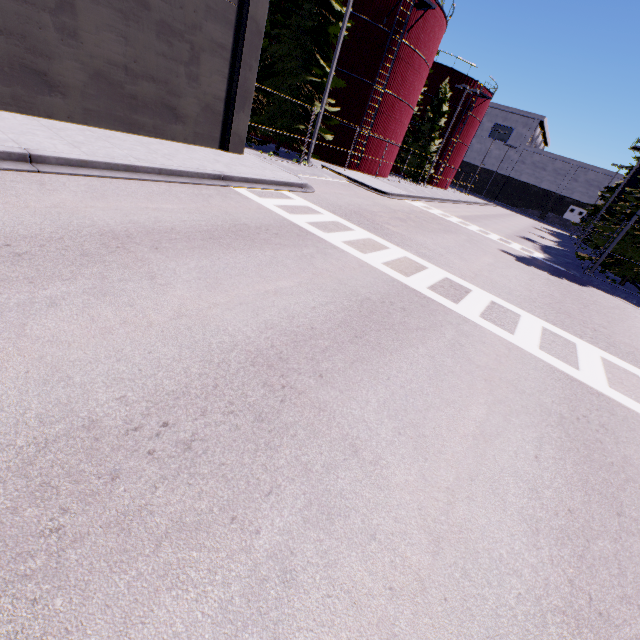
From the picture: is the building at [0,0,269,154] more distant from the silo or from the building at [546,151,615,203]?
the building at [546,151,615,203]

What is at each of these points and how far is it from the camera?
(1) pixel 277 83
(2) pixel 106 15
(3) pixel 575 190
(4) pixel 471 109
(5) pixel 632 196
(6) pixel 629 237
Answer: (1) tree, 18.7 meters
(2) building, 9.4 meters
(3) building, 59.8 meters
(4) silo, 40.0 meters
(5) tree, 17.8 meters
(6) tree, 18.3 meters

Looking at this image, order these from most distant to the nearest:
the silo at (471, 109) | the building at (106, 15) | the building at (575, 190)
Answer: the building at (575, 190) → the silo at (471, 109) → the building at (106, 15)

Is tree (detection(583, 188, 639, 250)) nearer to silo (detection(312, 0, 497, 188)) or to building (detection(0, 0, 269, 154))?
silo (detection(312, 0, 497, 188))

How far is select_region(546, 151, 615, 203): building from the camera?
56.9m

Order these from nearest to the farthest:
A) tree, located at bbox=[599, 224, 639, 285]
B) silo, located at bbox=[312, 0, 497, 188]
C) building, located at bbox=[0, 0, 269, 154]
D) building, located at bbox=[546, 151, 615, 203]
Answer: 1. building, located at bbox=[0, 0, 269, 154]
2. tree, located at bbox=[599, 224, 639, 285]
3. silo, located at bbox=[312, 0, 497, 188]
4. building, located at bbox=[546, 151, 615, 203]

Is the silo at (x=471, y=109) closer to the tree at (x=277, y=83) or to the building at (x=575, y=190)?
the tree at (x=277, y=83)

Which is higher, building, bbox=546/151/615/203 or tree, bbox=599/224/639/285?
building, bbox=546/151/615/203
